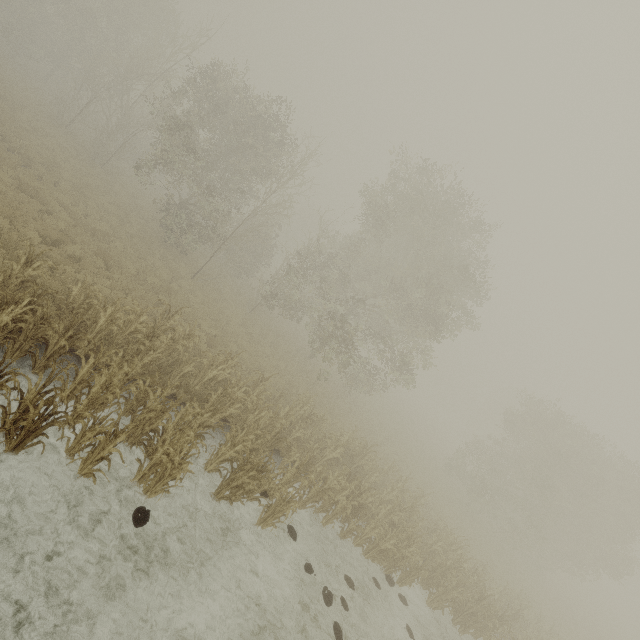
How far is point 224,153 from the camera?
21.0 meters
